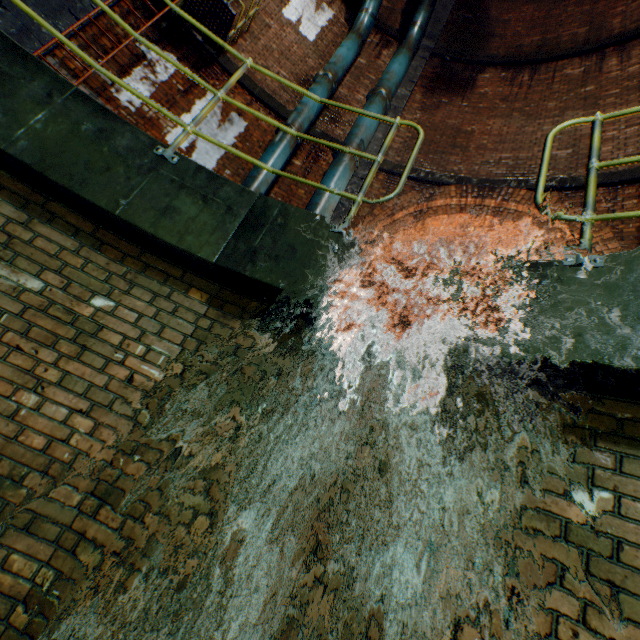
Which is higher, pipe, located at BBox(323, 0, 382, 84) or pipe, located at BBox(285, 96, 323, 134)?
pipe, located at BBox(323, 0, 382, 84)

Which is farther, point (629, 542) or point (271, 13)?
point (271, 13)

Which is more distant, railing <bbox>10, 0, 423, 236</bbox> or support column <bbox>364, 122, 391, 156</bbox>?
support column <bbox>364, 122, 391, 156</bbox>

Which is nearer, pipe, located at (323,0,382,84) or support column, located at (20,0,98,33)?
support column, located at (20,0,98,33)

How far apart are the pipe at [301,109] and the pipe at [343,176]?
0.79m

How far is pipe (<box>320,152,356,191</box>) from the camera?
6.3m

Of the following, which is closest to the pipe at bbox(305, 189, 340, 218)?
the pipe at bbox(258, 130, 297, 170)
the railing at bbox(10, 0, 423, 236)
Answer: the pipe at bbox(258, 130, 297, 170)

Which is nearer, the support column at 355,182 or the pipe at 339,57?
the support column at 355,182
